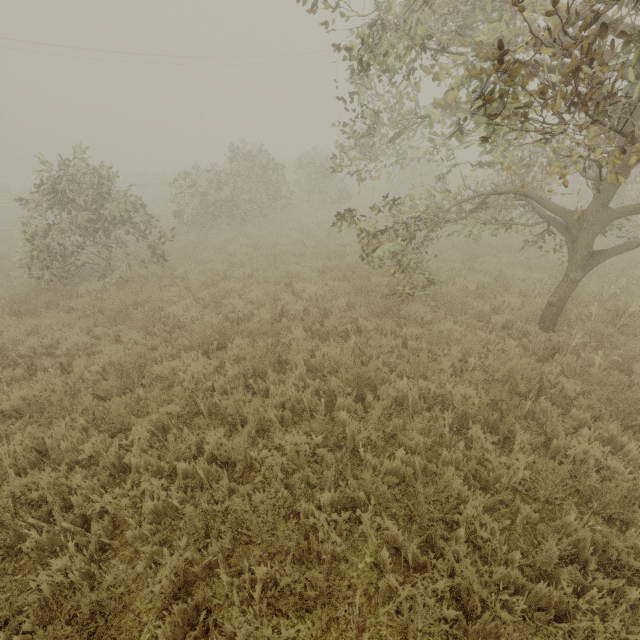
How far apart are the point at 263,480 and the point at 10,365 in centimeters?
617cm
